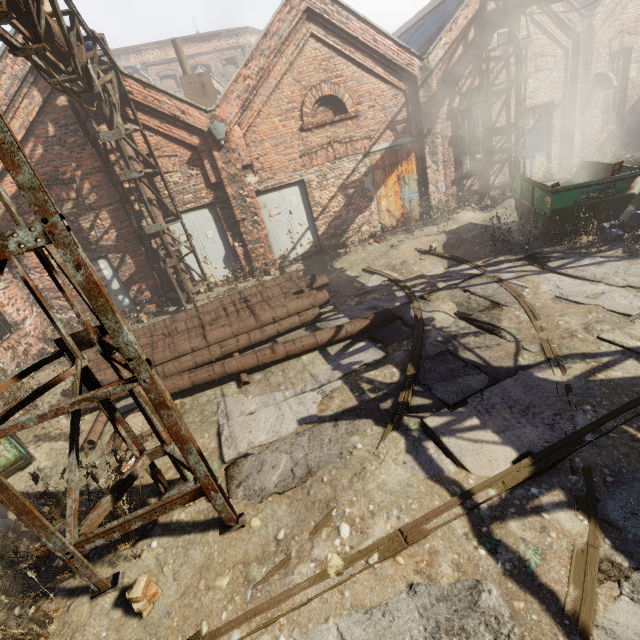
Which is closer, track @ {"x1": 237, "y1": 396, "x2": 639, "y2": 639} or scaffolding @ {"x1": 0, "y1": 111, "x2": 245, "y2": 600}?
scaffolding @ {"x1": 0, "y1": 111, "x2": 245, "y2": 600}

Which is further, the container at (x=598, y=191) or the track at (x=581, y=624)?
the container at (x=598, y=191)

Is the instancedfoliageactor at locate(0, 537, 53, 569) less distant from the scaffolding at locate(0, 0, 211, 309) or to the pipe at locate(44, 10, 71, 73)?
the scaffolding at locate(0, 0, 211, 309)

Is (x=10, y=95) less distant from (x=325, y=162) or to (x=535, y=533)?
(x=325, y=162)

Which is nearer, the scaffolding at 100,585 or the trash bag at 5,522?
the scaffolding at 100,585

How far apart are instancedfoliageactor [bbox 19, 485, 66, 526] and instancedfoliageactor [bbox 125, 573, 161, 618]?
1.18m

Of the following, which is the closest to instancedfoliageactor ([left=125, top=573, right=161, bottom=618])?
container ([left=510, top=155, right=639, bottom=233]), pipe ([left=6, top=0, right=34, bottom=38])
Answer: pipe ([left=6, top=0, right=34, bottom=38])

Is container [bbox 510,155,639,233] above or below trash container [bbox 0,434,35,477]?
above
